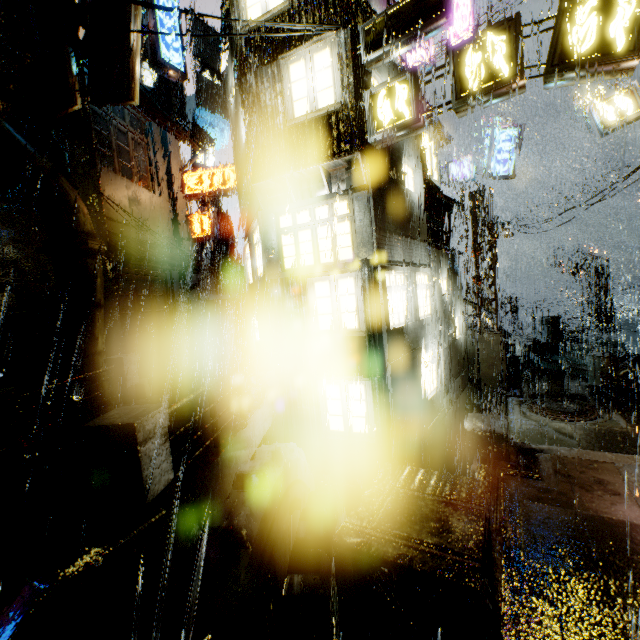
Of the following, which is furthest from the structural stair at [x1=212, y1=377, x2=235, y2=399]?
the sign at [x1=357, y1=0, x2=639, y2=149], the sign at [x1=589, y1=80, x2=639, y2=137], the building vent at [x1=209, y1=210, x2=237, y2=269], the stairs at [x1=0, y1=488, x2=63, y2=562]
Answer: the building vent at [x1=209, y1=210, x2=237, y2=269]

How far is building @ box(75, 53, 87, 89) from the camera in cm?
1134

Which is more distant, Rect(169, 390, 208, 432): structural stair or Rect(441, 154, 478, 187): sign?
Rect(441, 154, 478, 187): sign

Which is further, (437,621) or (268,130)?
(268,130)

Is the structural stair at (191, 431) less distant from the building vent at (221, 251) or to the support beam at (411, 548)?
the support beam at (411, 548)

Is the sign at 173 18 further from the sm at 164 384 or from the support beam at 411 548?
the support beam at 411 548

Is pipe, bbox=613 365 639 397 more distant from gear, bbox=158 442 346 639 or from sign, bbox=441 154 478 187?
gear, bbox=158 442 346 639

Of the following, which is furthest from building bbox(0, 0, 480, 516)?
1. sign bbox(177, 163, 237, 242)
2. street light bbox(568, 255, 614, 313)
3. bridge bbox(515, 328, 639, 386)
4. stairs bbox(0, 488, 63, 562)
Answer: stairs bbox(0, 488, 63, 562)
